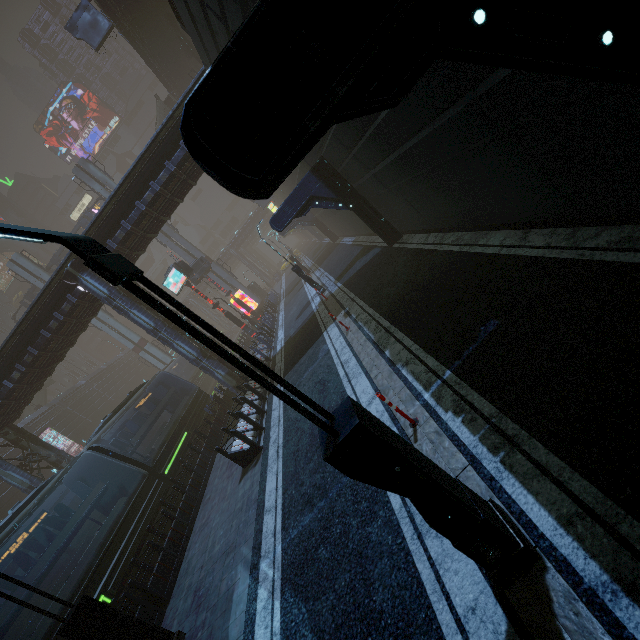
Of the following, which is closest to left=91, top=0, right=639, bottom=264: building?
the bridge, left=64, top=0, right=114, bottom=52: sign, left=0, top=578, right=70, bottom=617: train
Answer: left=64, top=0, right=114, bottom=52: sign

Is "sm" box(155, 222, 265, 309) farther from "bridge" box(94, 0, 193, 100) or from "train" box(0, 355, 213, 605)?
"bridge" box(94, 0, 193, 100)

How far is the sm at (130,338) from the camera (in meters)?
41.19

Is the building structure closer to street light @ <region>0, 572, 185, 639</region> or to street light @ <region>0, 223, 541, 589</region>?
street light @ <region>0, 223, 541, 589</region>

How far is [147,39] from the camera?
27.20m

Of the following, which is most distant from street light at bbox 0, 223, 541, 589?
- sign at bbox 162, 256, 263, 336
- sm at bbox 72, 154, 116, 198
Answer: sign at bbox 162, 256, 263, 336

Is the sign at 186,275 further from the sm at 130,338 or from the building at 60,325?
the sm at 130,338

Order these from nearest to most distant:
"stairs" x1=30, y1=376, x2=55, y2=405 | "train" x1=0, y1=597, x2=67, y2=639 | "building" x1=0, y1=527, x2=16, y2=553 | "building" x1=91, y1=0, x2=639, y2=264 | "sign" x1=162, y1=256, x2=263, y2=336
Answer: "building" x1=91, y1=0, x2=639, y2=264 < "train" x1=0, y1=597, x2=67, y2=639 < "sign" x1=162, y1=256, x2=263, y2=336 < "building" x1=0, y1=527, x2=16, y2=553 < "stairs" x1=30, y1=376, x2=55, y2=405
